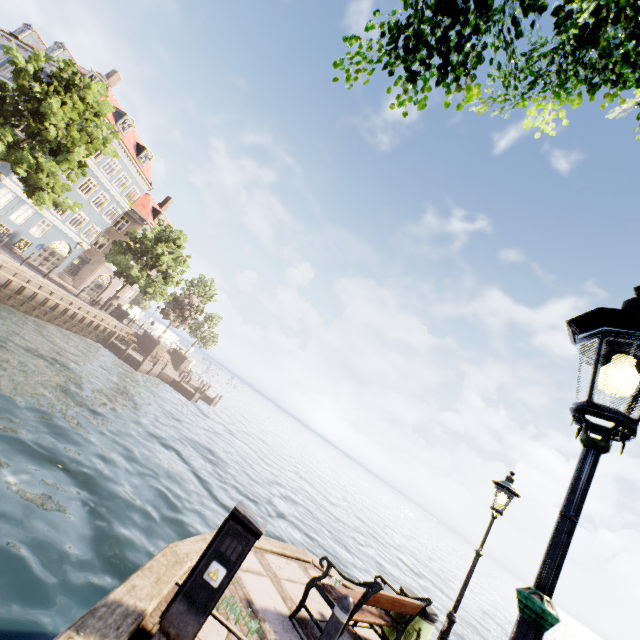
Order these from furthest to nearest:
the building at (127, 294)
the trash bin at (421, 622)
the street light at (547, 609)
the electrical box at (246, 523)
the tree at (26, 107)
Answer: the building at (127, 294), the tree at (26, 107), the trash bin at (421, 622), the electrical box at (246, 523), the street light at (547, 609)

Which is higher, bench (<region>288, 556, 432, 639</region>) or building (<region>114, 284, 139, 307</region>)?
building (<region>114, 284, 139, 307</region>)

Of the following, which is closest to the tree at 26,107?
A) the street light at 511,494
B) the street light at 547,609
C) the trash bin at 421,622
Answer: the street light at 547,609

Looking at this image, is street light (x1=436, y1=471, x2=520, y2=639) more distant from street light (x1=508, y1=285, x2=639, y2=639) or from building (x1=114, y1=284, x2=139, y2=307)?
building (x1=114, y1=284, x2=139, y2=307)

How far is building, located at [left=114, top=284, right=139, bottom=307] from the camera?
41.3m

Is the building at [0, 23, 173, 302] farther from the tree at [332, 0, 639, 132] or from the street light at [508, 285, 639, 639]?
the street light at [508, 285, 639, 639]

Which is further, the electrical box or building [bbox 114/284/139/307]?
building [bbox 114/284/139/307]

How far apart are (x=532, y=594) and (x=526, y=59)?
2.78m
